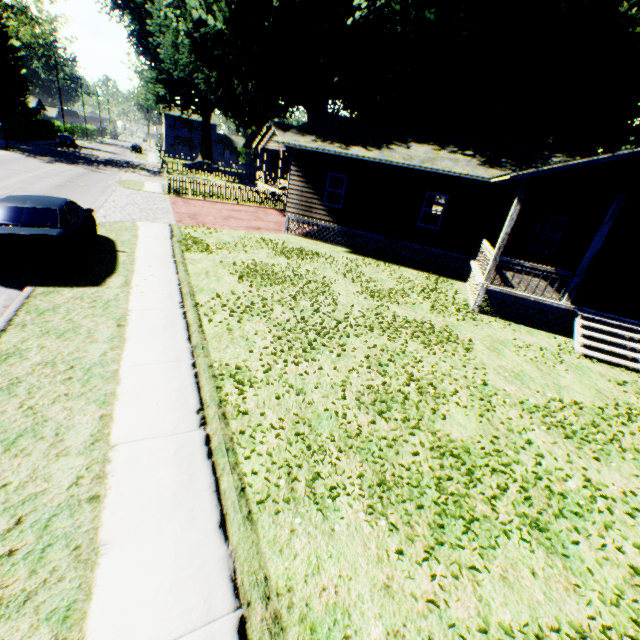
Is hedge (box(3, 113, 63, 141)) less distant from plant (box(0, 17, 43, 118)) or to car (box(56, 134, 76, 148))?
car (box(56, 134, 76, 148))

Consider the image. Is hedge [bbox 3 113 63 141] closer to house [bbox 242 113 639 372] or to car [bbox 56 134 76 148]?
car [bbox 56 134 76 148]

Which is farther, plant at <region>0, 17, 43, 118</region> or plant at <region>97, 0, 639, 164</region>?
plant at <region>0, 17, 43, 118</region>

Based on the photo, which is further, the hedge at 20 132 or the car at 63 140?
the car at 63 140

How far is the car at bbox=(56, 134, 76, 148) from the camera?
44.7 meters

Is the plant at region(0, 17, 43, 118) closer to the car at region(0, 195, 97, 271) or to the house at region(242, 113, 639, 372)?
the house at region(242, 113, 639, 372)

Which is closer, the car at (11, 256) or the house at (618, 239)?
the car at (11, 256)

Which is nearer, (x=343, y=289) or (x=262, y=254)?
(x=343, y=289)
